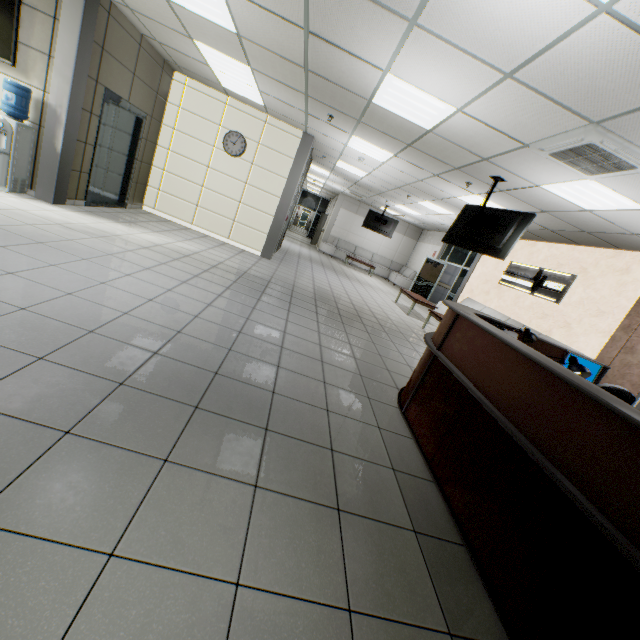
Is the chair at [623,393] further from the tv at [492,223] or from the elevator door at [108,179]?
the elevator door at [108,179]

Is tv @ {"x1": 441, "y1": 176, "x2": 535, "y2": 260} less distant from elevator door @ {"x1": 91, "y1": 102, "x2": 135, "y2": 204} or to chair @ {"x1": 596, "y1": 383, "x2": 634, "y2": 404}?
chair @ {"x1": 596, "y1": 383, "x2": 634, "y2": 404}

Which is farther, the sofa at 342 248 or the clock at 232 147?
the sofa at 342 248

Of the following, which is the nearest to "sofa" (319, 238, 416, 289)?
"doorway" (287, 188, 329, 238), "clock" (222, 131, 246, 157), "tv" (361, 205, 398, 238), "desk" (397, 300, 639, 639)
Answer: "tv" (361, 205, 398, 238)

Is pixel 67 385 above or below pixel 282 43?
below

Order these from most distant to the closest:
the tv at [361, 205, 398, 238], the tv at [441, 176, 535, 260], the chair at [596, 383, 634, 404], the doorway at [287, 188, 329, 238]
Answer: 1. the doorway at [287, 188, 329, 238]
2. the tv at [361, 205, 398, 238]
3. the tv at [441, 176, 535, 260]
4. the chair at [596, 383, 634, 404]

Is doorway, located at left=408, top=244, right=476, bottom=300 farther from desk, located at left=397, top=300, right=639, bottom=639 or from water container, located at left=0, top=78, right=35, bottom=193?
water container, located at left=0, top=78, right=35, bottom=193

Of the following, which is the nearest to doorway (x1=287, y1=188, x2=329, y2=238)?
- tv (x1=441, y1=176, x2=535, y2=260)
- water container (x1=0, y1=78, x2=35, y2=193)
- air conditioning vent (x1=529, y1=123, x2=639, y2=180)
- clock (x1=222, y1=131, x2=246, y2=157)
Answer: clock (x1=222, y1=131, x2=246, y2=157)
